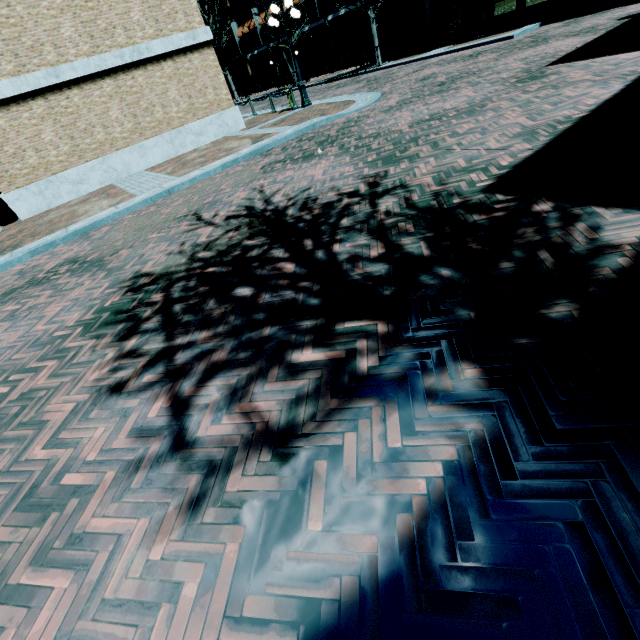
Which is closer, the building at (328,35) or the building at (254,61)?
the building at (328,35)

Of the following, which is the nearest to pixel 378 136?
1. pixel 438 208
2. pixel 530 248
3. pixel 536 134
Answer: pixel 536 134

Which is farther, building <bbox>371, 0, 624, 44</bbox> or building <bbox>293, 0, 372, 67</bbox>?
building <bbox>293, 0, 372, 67</bbox>

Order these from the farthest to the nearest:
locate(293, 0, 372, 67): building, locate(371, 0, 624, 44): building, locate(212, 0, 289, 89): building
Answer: locate(212, 0, 289, 89): building, locate(293, 0, 372, 67): building, locate(371, 0, 624, 44): building
